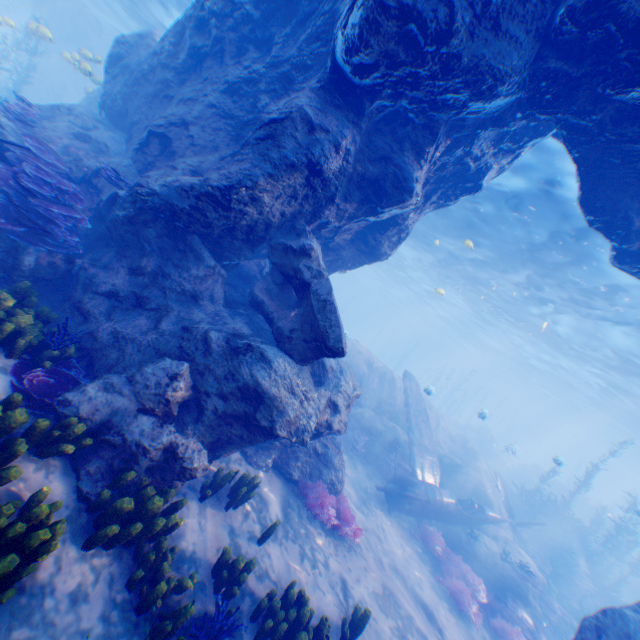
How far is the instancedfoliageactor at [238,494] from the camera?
6.1 meters

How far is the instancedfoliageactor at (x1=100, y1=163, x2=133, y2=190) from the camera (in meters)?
7.60

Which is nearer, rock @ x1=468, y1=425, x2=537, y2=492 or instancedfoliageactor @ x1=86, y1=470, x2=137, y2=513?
instancedfoliageactor @ x1=86, y1=470, x2=137, y2=513

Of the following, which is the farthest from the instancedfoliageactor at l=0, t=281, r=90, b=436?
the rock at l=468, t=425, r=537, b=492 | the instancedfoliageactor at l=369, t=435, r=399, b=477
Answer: the rock at l=468, t=425, r=537, b=492

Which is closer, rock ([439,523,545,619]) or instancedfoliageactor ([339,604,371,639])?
instancedfoliageactor ([339,604,371,639])

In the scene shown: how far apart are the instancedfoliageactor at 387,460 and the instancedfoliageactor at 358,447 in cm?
74

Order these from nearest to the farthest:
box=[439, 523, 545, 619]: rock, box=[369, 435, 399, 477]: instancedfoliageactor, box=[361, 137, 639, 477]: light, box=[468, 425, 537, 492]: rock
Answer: box=[439, 523, 545, 619]: rock → box=[361, 137, 639, 477]: light → box=[369, 435, 399, 477]: instancedfoliageactor → box=[468, 425, 537, 492]: rock

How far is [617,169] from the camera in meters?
6.2 m
